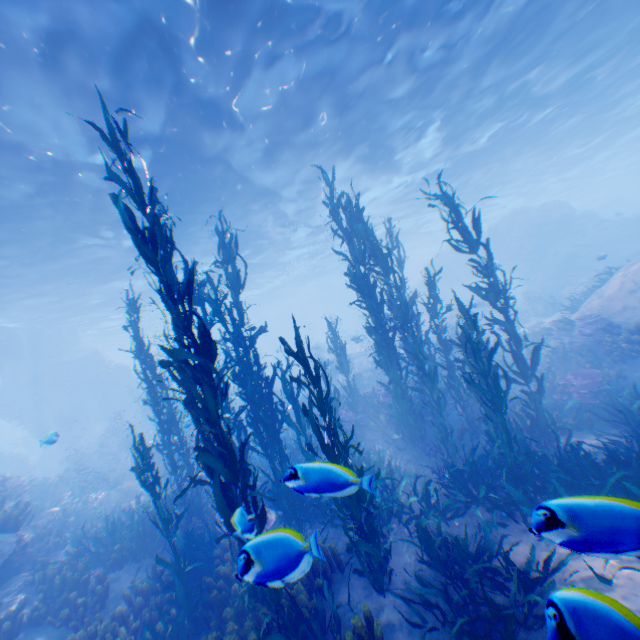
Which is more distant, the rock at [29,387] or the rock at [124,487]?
the rock at [29,387]

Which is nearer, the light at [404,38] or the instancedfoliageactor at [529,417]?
the instancedfoliageactor at [529,417]

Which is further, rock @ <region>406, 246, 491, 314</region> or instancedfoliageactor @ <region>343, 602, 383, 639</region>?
rock @ <region>406, 246, 491, 314</region>

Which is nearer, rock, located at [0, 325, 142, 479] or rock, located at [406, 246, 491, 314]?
rock, located at [0, 325, 142, 479]

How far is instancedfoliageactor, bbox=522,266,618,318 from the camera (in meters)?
15.33

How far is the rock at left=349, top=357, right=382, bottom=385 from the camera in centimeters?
2137cm

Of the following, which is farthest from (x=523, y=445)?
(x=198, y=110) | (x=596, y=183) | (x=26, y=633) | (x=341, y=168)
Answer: (x=596, y=183)
